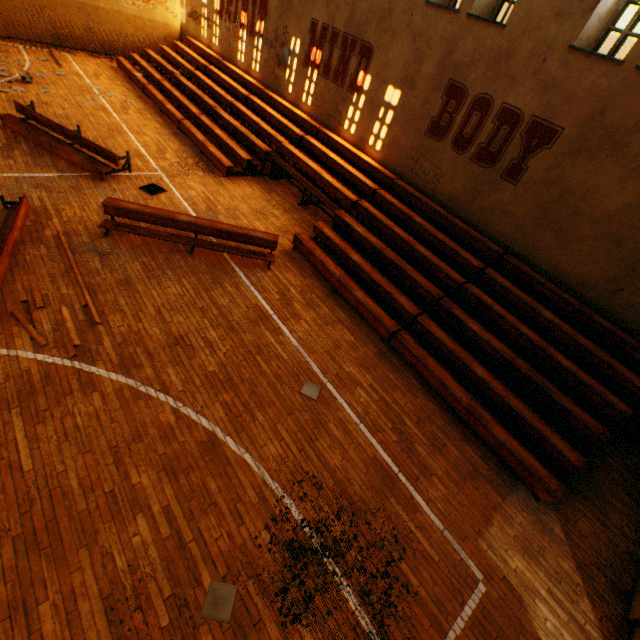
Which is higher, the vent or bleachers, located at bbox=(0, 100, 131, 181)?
bleachers, located at bbox=(0, 100, 131, 181)

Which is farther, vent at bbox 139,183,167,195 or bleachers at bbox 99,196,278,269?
vent at bbox 139,183,167,195

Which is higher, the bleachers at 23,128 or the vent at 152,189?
the bleachers at 23,128

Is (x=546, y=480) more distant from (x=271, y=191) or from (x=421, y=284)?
(x=271, y=191)

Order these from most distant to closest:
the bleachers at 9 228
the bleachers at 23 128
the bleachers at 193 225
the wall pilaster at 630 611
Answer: the bleachers at 23 128 < the bleachers at 193 225 < the bleachers at 9 228 < the wall pilaster at 630 611

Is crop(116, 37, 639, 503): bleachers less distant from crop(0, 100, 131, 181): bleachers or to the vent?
the vent

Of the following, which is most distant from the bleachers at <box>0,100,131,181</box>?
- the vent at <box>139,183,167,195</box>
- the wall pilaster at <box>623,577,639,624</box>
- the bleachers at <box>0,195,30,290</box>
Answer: the wall pilaster at <box>623,577,639,624</box>

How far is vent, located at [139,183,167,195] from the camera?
9.2m
